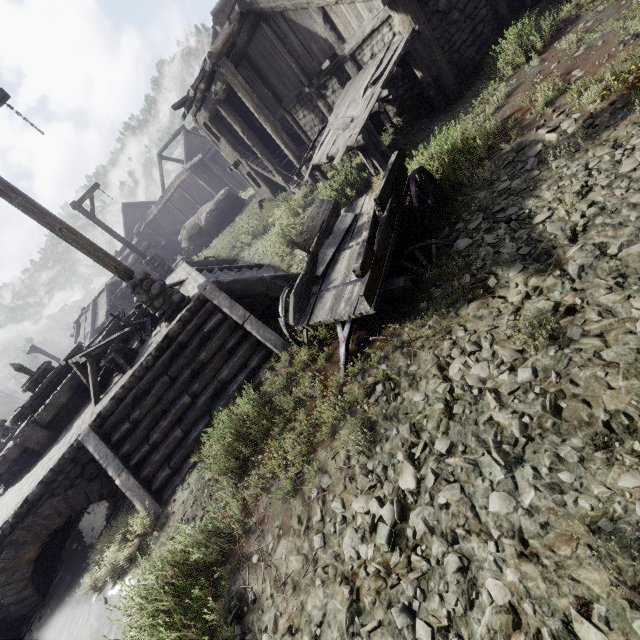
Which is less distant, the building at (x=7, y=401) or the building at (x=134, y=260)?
the building at (x=134, y=260)

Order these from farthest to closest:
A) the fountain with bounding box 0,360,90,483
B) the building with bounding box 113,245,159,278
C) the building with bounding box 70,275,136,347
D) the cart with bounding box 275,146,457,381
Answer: the building with bounding box 113,245,159,278
the building with bounding box 70,275,136,347
the fountain with bounding box 0,360,90,483
the cart with bounding box 275,146,457,381

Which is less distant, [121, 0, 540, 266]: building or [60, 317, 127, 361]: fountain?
[121, 0, 540, 266]: building

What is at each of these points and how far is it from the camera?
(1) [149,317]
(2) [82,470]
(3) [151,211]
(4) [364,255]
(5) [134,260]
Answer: (1) broken furniture, 8.54m
(2) building base, 6.43m
(3) building, 34.75m
(4) cart, 3.76m
(5) building, 26.31m

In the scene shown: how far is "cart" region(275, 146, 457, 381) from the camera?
4.2 meters

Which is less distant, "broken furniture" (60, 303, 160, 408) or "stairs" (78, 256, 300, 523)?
"stairs" (78, 256, 300, 523)

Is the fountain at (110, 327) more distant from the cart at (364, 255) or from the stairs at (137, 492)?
the cart at (364, 255)

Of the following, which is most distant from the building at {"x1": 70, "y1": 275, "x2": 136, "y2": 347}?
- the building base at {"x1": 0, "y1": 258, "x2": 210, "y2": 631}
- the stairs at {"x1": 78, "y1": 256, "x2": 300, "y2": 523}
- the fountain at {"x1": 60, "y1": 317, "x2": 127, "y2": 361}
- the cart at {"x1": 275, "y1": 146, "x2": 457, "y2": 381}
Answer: the fountain at {"x1": 60, "y1": 317, "x2": 127, "y2": 361}
